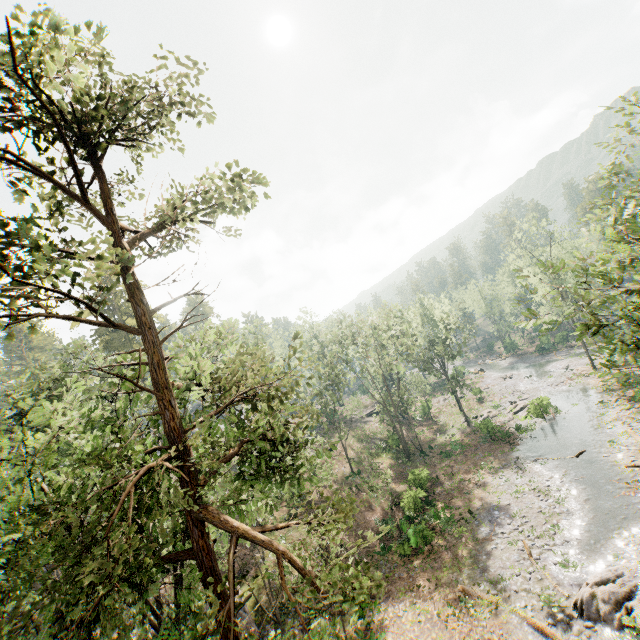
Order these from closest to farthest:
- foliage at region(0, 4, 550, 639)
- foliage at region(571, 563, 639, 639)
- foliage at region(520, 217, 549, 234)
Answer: foliage at region(0, 4, 550, 639) < foliage at region(571, 563, 639, 639) < foliage at region(520, 217, 549, 234)

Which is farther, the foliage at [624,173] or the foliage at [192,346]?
the foliage at [624,173]

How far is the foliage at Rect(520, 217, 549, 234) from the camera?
44.7 meters

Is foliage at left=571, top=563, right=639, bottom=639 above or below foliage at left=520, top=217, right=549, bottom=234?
below

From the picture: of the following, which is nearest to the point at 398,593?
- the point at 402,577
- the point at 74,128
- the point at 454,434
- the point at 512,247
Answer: the point at 402,577

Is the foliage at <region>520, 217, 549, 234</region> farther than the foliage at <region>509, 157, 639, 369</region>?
Yes
